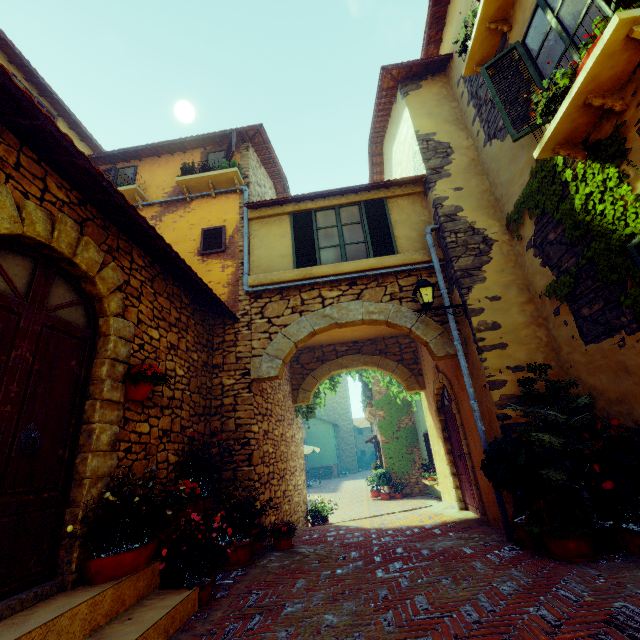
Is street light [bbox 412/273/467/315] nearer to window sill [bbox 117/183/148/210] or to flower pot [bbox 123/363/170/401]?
flower pot [bbox 123/363/170/401]

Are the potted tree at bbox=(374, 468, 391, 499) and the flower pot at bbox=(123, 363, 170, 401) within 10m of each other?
no

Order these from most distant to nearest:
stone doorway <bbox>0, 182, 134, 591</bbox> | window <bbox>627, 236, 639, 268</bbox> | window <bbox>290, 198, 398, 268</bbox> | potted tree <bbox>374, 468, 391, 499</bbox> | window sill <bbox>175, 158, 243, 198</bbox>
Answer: potted tree <bbox>374, 468, 391, 499</bbox>, window sill <bbox>175, 158, 243, 198</bbox>, window <bbox>290, 198, 398, 268</bbox>, window <bbox>627, 236, 639, 268</bbox>, stone doorway <bbox>0, 182, 134, 591</bbox>

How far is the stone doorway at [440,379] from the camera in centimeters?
610cm

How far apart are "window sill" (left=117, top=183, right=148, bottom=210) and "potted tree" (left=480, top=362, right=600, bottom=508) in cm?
880

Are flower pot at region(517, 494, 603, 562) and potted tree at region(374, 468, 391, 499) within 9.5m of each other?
no

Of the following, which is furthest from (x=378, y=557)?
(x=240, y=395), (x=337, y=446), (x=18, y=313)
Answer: (x=337, y=446)

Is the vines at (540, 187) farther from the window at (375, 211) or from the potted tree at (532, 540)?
the potted tree at (532, 540)
